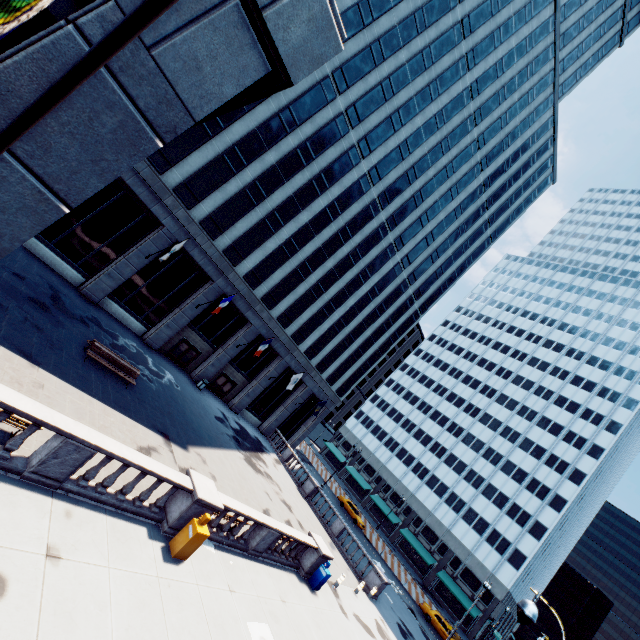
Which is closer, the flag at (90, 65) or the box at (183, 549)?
the flag at (90, 65)

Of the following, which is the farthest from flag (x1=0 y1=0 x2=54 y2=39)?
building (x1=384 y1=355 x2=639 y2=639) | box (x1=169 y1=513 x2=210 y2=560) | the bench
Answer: building (x1=384 y1=355 x2=639 y2=639)

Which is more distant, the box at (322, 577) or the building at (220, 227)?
the box at (322, 577)

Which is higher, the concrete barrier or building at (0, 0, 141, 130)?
building at (0, 0, 141, 130)

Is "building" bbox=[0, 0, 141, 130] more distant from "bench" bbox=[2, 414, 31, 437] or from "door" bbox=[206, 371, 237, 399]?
"bench" bbox=[2, 414, 31, 437]

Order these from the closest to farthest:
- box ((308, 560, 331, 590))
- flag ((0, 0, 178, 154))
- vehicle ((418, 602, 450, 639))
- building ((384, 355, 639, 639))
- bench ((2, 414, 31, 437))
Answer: flag ((0, 0, 178, 154))
bench ((2, 414, 31, 437))
box ((308, 560, 331, 590))
vehicle ((418, 602, 450, 639))
building ((384, 355, 639, 639))

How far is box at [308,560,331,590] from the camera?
17.2m

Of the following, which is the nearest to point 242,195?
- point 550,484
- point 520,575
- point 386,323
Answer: point 386,323
